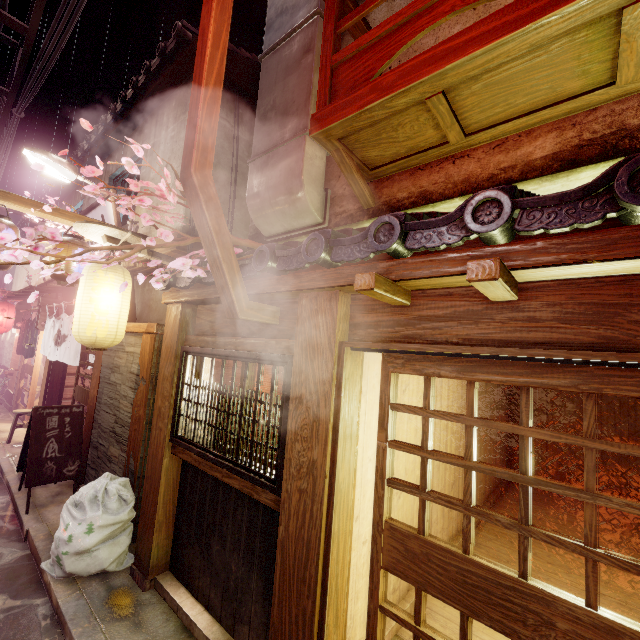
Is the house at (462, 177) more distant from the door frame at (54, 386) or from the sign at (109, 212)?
the door frame at (54, 386)

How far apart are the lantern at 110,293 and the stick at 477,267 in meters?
7.7

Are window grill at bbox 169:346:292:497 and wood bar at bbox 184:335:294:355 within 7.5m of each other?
yes

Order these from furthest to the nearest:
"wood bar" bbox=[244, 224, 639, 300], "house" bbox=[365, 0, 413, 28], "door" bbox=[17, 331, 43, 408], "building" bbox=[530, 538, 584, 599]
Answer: "door" bbox=[17, 331, 43, 408] → "building" bbox=[530, 538, 584, 599] → "house" bbox=[365, 0, 413, 28] → "wood bar" bbox=[244, 224, 639, 300]

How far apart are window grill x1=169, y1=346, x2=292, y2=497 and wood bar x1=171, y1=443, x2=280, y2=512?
0.1m

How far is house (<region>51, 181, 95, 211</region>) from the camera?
16.23m

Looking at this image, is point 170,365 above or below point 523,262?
below

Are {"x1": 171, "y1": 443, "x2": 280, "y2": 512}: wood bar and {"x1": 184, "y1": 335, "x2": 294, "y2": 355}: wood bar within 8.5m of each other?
yes
